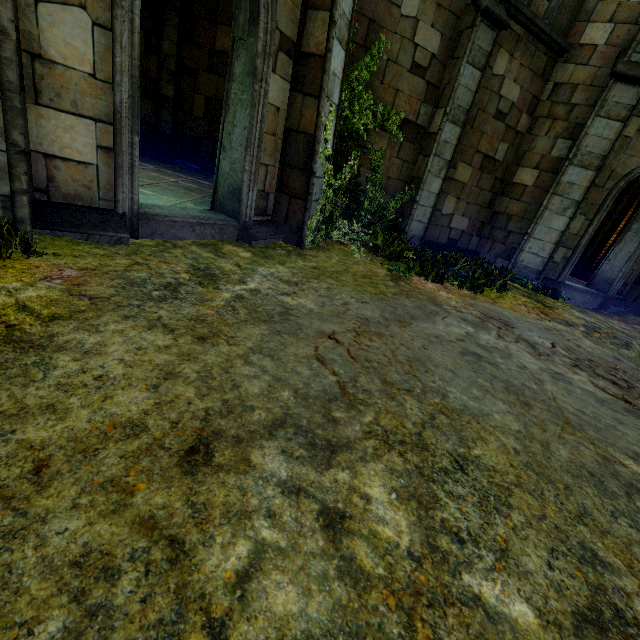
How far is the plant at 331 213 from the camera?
6.0 meters

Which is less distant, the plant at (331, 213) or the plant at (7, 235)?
the plant at (7, 235)

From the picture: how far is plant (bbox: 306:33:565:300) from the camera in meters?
6.0

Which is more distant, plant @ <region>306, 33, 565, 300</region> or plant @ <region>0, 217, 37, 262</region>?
plant @ <region>306, 33, 565, 300</region>

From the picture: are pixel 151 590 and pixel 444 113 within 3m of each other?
no
